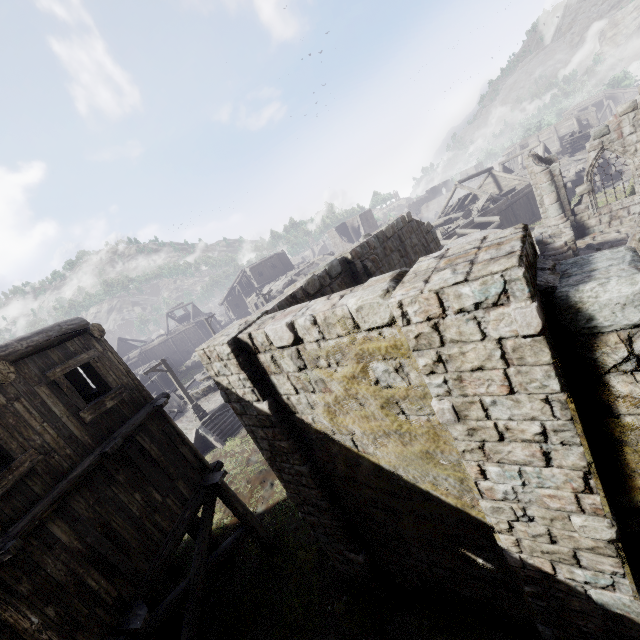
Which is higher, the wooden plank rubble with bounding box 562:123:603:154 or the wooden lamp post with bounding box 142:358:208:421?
the wooden plank rubble with bounding box 562:123:603:154

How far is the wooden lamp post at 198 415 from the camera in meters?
20.2

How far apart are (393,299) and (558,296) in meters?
1.5 m

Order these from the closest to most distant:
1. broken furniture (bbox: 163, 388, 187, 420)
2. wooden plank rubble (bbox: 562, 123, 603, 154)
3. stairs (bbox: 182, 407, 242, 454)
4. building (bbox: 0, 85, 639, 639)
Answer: building (bbox: 0, 85, 639, 639) < stairs (bbox: 182, 407, 242, 454) < broken furniture (bbox: 163, 388, 187, 420) < wooden plank rubble (bbox: 562, 123, 603, 154)

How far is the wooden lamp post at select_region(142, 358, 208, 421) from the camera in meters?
20.2 m

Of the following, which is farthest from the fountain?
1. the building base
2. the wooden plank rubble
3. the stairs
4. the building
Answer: the wooden plank rubble

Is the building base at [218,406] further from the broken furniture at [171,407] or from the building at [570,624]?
the building at [570,624]

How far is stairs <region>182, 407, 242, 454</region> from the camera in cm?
2011
